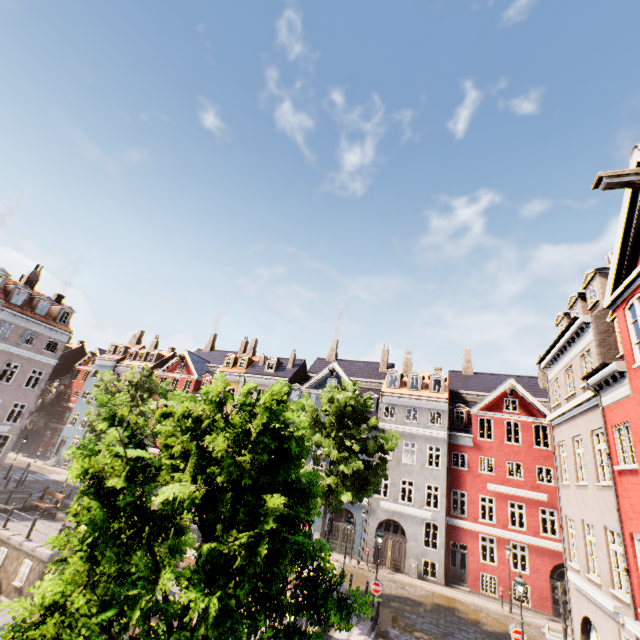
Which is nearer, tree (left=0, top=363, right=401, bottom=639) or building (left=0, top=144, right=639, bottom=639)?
tree (left=0, top=363, right=401, bottom=639)

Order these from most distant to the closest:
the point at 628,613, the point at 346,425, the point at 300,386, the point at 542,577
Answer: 1. the point at 300,386
2. the point at 542,577
3. the point at 346,425
4. the point at 628,613

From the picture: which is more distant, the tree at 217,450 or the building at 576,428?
the building at 576,428
